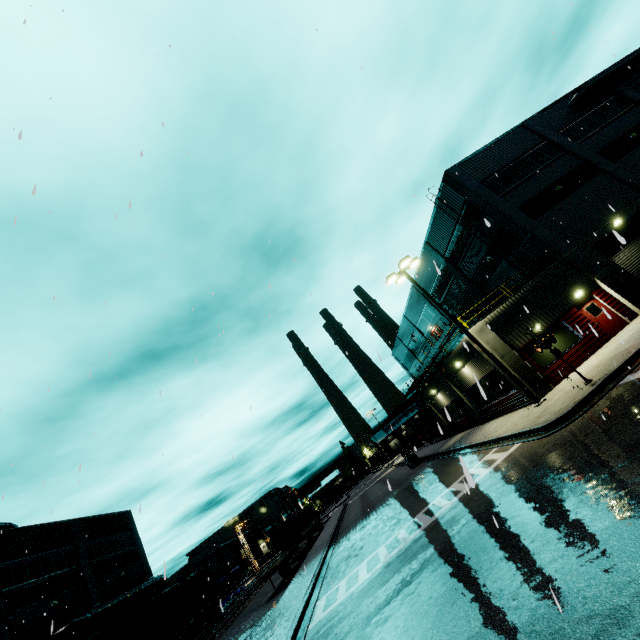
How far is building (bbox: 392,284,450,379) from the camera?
37.9m

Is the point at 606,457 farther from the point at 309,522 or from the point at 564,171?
the point at 309,522

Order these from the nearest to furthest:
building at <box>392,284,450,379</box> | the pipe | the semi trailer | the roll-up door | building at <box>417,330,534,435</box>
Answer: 1. building at <box>417,330,534,435</box>
2. the roll-up door
3. the pipe
4. the semi trailer
5. building at <box>392,284,450,379</box>

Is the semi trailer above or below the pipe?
below

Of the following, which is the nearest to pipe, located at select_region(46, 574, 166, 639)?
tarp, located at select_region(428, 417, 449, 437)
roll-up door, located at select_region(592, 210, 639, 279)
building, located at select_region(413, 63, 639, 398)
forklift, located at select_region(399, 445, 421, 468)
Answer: building, located at select_region(413, 63, 639, 398)

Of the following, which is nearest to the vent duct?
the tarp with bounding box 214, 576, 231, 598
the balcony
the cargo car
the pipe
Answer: the cargo car

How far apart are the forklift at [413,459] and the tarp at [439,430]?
3.3 meters

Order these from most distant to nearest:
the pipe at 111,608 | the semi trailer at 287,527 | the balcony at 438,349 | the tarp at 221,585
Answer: the tarp at 221,585 < the semi trailer at 287,527 < the balcony at 438,349 < the pipe at 111,608
